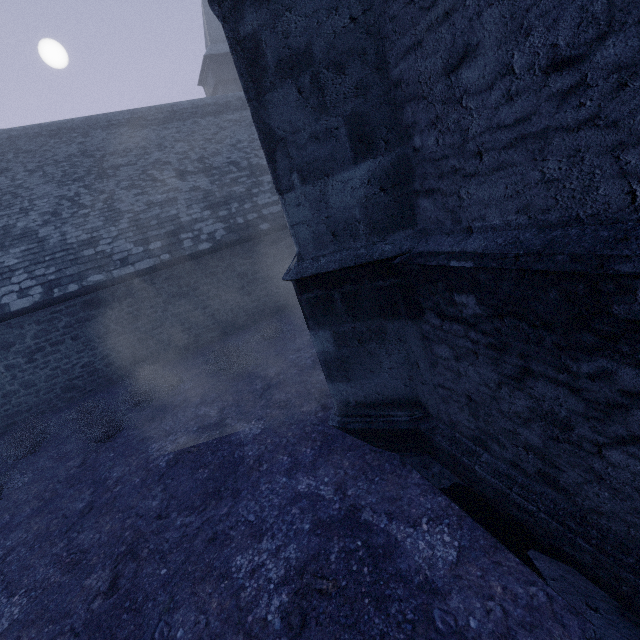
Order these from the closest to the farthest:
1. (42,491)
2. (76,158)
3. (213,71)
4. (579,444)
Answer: (579,444)
(42,491)
(76,158)
(213,71)
